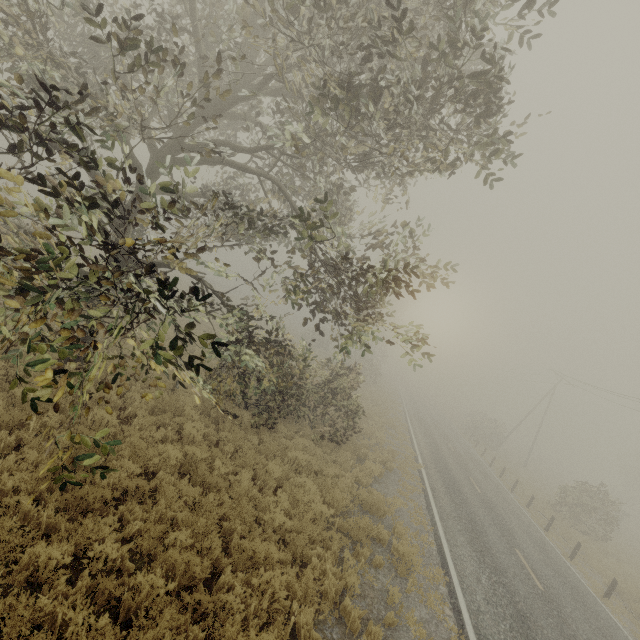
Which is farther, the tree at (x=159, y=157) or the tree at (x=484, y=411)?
the tree at (x=484, y=411)

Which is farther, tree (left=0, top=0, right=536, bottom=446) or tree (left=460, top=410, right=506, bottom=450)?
tree (left=460, top=410, right=506, bottom=450)

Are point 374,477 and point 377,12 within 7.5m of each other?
no

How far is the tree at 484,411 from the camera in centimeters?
3744cm

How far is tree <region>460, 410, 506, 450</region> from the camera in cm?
3744
